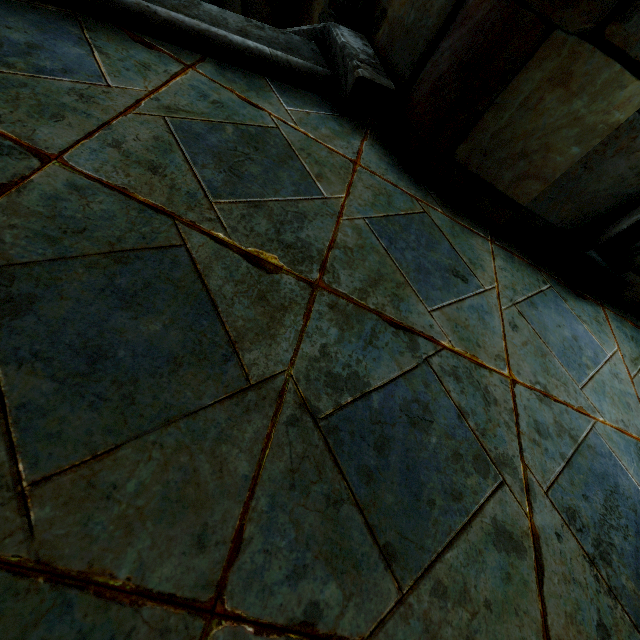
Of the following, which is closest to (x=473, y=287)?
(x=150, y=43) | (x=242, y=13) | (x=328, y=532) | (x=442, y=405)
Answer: (x=442, y=405)
